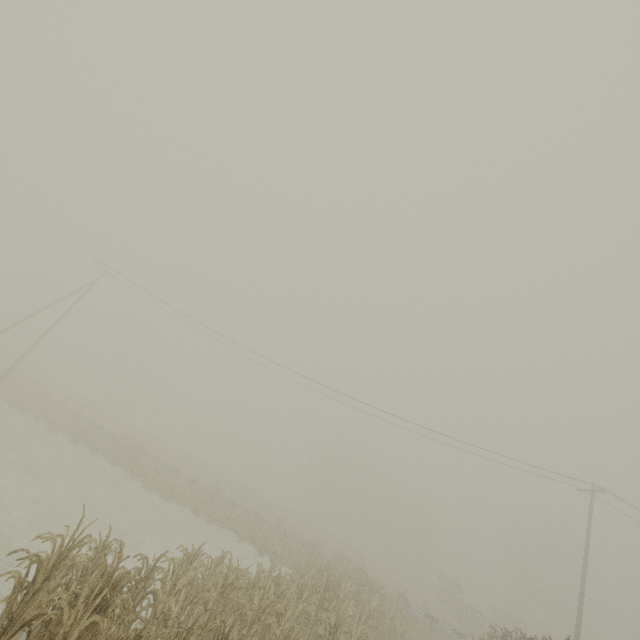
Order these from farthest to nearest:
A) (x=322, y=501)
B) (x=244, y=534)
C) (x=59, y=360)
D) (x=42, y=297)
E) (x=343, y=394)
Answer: (x=322, y=501)
(x=42, y=297)
(x=59, y=360)
(x=343, y=394)
(x=244, y=534)

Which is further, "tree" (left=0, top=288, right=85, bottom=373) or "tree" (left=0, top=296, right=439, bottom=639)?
"tree" (left=0, top=288, right=85, bottom=373)

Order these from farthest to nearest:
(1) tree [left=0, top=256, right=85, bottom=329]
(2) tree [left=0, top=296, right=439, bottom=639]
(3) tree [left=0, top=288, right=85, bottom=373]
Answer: (1) tree [left=0, top=256, right=85, bottom=329] → (3) tree [left=0, top=288, right=85, bottom=373] → (2) tree [left=0, top=296, right=439, bottom=639]

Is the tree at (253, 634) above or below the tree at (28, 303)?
below

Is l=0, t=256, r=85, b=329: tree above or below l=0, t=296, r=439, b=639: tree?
above

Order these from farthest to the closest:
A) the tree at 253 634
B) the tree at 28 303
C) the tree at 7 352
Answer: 1. the tree at 28 303
2. the tree at 7 352
3. the tree at 253 634
